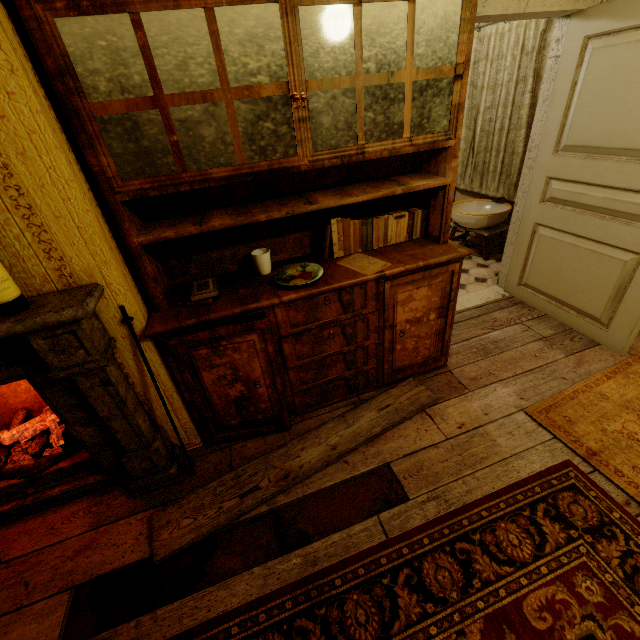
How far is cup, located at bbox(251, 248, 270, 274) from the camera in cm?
189

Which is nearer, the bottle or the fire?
the bottle

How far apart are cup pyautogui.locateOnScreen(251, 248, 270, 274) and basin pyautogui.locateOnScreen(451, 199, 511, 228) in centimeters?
282cm

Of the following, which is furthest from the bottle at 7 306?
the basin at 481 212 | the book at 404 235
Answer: the basin at 481 212

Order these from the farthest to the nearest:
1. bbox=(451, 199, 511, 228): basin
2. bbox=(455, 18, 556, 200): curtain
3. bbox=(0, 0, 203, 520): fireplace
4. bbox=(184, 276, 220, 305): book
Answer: bbox=(451, 199, 511, 228): basin, bbox=(455, 18, 556, 200): curtain, bbox=(184, 276, 220, 305): book, bbox=(0, 0, 203, 520): fireplace

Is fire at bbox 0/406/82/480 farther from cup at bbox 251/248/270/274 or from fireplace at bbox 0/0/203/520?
cup at bbox 251/248/270/274

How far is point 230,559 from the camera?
1.6 meters

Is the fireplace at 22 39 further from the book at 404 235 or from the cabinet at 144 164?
the book at 404 235
